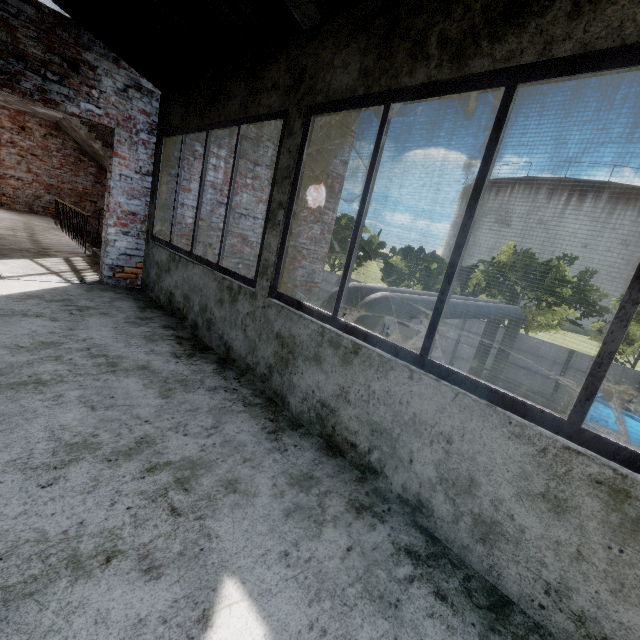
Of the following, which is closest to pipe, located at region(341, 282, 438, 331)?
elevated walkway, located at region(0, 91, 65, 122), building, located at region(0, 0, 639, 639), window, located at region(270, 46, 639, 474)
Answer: building, located at region(0, 0, 639, 639)

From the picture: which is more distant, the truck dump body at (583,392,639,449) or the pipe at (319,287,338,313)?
the truck dump body at (583,392,639,449)

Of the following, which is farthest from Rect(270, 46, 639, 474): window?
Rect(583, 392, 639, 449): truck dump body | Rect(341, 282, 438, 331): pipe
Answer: Rect(583, 392, 639, 449): truck dump body

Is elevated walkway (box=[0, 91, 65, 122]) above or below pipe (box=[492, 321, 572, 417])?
above

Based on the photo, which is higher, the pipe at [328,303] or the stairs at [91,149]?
the stairs at [91,149]

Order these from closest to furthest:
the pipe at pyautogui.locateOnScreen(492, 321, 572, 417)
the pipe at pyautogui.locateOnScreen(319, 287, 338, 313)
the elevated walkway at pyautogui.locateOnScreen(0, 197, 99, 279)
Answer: the elevated walkway at pyautogui.locateOnScreen(0, 197, 99, 279), the pipe at pyautogui.locateOnScreen(319, 287, 338, 313), the pipe at pyautogui.locateOnScreen(492, 321, 572, 417)

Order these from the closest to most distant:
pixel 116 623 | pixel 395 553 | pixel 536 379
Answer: pixel 116 623 → pixel 395 553 → pixel 536 379

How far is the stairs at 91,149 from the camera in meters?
9.9 m
